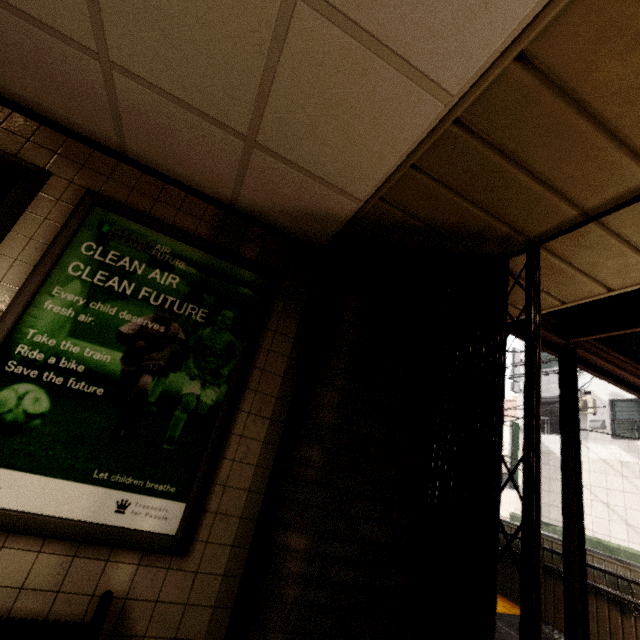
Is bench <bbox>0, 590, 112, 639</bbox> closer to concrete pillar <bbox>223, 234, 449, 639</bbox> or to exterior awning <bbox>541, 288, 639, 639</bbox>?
concrete pillar <bbox>223, 234, 449, 639</bbox>

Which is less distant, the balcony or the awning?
the awning

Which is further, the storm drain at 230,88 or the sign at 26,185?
the sign at 26,185

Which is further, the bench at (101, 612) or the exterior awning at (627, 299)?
the exterior awning at (627, 299)

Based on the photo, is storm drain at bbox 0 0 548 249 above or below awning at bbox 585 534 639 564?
above

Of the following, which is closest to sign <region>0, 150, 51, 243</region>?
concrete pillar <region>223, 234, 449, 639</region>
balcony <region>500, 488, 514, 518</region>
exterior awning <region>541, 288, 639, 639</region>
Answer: concrete pillar <region>223, 234, 449, 639</region>

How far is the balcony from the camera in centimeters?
1502cm

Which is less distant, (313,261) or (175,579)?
(175,579)
